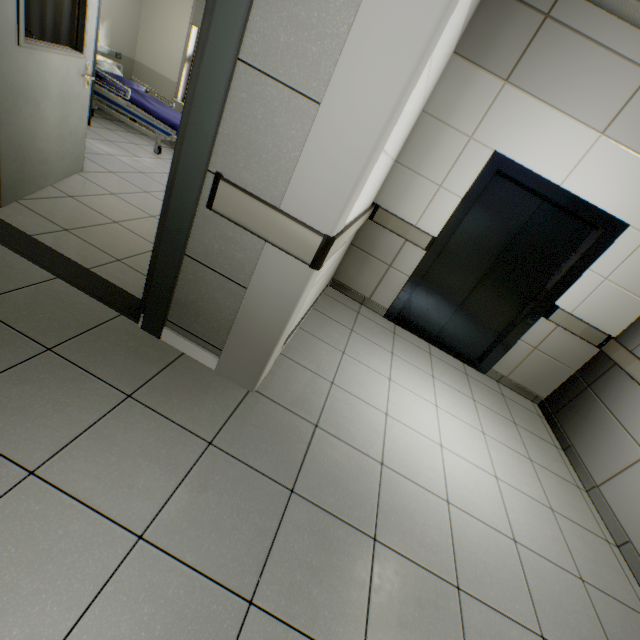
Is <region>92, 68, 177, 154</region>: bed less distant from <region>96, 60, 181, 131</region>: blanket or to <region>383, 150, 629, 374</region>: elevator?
<region>96, 60, 181, 131</region>: blanket

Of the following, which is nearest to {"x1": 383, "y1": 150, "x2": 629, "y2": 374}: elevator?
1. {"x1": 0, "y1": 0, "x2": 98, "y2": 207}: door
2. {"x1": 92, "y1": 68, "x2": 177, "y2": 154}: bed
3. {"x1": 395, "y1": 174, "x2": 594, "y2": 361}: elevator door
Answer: {"x1": 395, "y1": 174, "x2": 594, "y2": 361}: elevator door

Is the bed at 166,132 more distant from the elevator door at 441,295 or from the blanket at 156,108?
the elevator door at 441,295

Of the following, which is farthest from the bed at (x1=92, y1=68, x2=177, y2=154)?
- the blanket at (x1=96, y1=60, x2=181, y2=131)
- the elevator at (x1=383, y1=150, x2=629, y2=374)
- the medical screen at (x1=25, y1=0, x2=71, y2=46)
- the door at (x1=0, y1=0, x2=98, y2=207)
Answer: the elevator at (x1=383, y1=150, x2=629, y2=374)

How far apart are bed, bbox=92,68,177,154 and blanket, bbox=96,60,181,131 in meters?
0.0

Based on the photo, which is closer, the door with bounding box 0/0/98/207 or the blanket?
the door with bounding box 0/0/98/207

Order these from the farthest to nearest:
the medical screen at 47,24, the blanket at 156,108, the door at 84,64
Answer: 1. the blanket at 156,108
2. the medical screen at 47,24
3. the door at 84,64

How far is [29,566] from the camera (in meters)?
1.07
